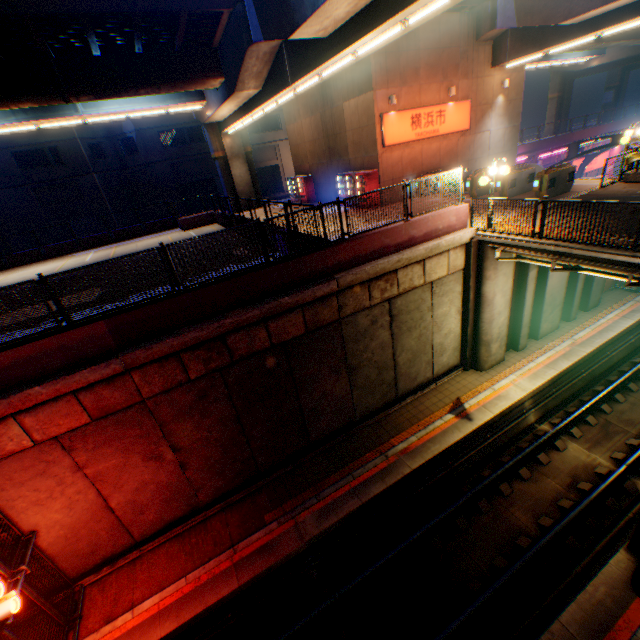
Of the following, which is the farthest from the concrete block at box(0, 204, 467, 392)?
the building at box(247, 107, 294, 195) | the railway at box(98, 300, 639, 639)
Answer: the building at box(247, 107, 294, 195)

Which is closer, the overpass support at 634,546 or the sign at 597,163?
the overpass support at 634,546

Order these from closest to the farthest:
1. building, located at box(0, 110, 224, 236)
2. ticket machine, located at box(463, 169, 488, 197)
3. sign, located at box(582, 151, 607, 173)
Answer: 1. ticket machine, located at box(463, 169, 488, 197)
2. building, located at box(0, 110, 224, 236)
3. sign, located at box(582, 151, 607, 173)

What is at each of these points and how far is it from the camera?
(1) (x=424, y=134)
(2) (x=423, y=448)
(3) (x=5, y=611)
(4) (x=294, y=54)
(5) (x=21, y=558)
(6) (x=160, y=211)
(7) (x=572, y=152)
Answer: (1) sign, 18.8 meters
(2) railway, 11.3 meters
(3) street lamp, 6.4 meters
(4) overpass support, 12.8 meters
(5) metal fence, 7.5 meters
(6) building, 36.2 meters
(7) canopy, 26.3 meters

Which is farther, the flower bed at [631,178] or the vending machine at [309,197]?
the vending machine at [309,197]

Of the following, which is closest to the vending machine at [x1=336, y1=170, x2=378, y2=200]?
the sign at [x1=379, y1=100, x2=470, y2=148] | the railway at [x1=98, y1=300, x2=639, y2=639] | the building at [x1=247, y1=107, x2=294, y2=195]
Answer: the sign at [x1=379, y1=100, x2=470, y2=148]

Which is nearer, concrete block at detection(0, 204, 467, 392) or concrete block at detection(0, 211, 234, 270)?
concrete block at detection(0, 204, 467, 392)

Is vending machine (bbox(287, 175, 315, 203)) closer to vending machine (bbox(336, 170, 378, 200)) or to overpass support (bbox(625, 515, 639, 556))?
overpass support (bbox(625, 515, 639, 556))
